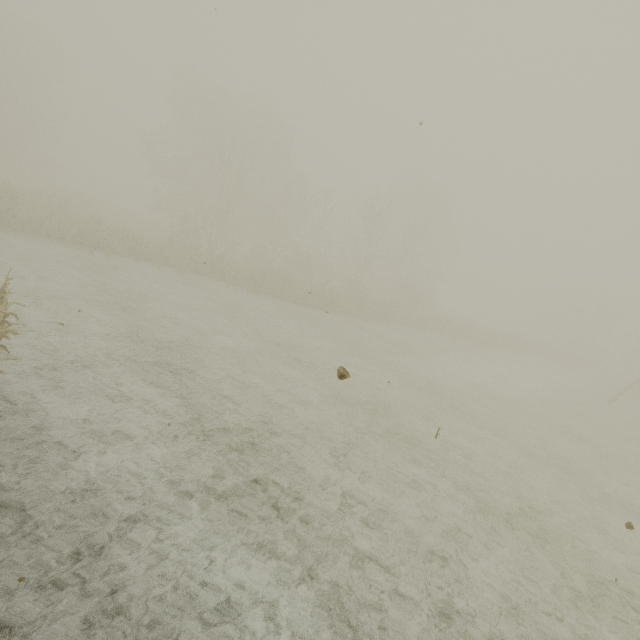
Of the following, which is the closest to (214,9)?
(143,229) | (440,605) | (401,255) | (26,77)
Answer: (440,605)
